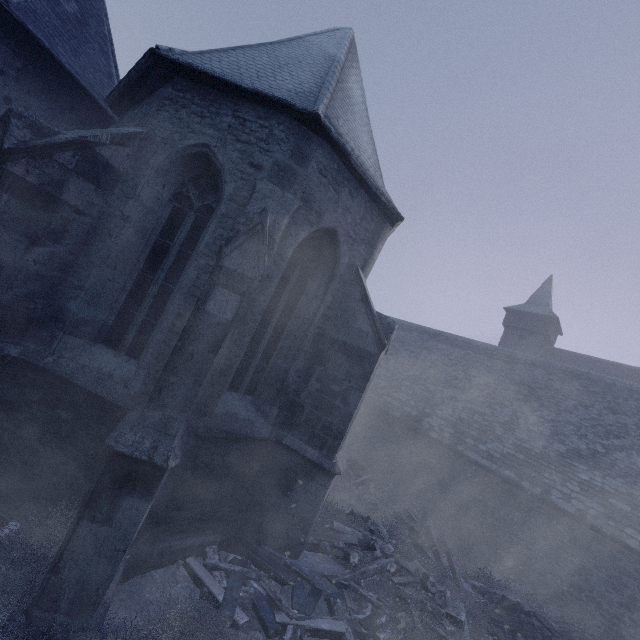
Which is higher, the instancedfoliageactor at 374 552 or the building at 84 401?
the building at 84 401

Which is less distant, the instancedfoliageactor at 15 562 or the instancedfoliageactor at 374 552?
the instancedfoliageactor at 15 562

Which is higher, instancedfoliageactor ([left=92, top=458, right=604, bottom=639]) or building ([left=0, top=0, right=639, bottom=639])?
building ([left=0, top=0, right=639, bottom=639])

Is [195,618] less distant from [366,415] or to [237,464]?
[237,464]

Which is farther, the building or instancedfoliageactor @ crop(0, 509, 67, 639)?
the building

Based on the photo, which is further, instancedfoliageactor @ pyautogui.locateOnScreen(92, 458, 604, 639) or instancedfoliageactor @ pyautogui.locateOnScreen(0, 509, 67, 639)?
instancedfoliageactor @ pyautogui.locateOnScreen(92, 458, 604, 639)
